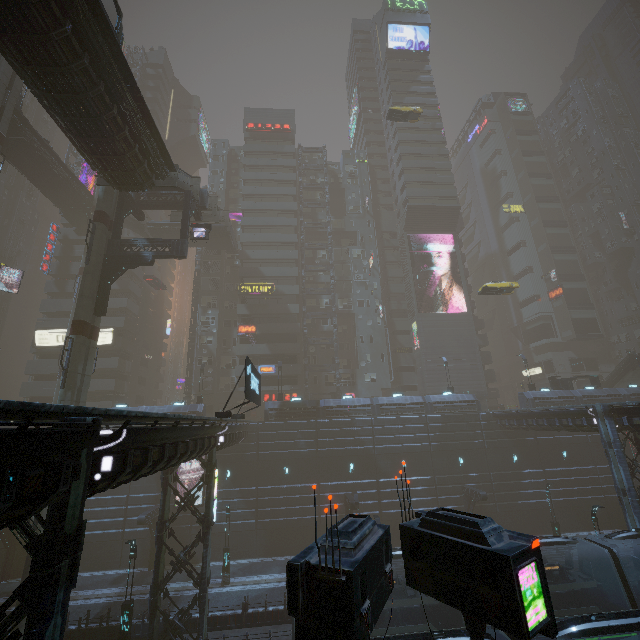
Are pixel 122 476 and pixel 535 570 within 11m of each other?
yes

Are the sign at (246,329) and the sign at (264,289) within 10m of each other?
yes

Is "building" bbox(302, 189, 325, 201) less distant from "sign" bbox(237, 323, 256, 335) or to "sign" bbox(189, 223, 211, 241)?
"sign" bbox(237, 323, 256, 335)

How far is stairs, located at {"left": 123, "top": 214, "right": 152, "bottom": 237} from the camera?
44.47m

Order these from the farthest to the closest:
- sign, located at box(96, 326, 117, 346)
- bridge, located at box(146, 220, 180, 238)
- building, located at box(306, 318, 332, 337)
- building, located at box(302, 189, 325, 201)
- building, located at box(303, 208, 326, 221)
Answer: building, located at box(302, 189, 325, 201) → building, located at box(303, 208, 326, 221) → building, located at box(306, 318, 332, 337) → sign, located at box(96, 326, 117, 346) → bridge, located at box(146, 220, 180, 238)

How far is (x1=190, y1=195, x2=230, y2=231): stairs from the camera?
36.7 meters

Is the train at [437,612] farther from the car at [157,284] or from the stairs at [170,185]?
the car at [157,284]

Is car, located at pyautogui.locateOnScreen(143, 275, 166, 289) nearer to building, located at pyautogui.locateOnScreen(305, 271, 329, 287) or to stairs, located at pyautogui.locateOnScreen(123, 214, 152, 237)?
building, located at pyautogui.locateOnScreen(305, 271, 329, 287)
